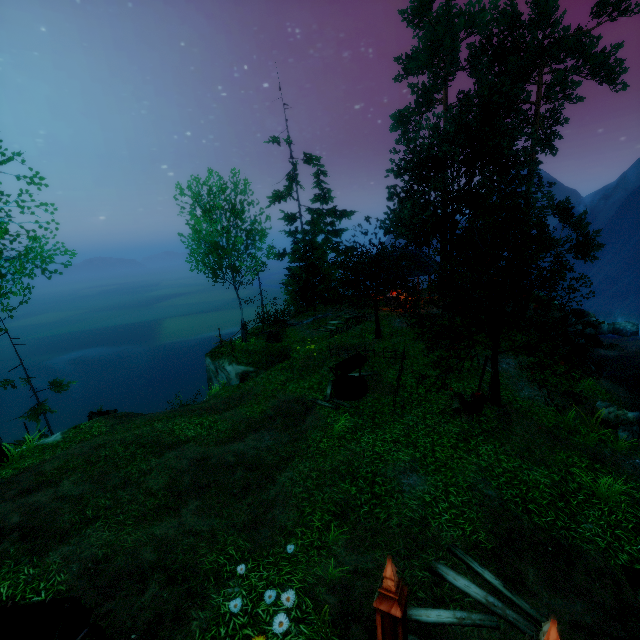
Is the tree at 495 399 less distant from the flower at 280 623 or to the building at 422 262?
the building at 422 262

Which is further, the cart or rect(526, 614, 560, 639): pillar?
the cart

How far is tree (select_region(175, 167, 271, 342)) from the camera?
17.7 meters

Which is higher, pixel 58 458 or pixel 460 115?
pixel 460 115

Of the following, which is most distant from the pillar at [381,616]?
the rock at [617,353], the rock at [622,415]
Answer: the rock at [617,353]

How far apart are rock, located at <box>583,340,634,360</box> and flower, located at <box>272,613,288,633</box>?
22.5m

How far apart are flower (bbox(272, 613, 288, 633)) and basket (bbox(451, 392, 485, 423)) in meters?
8.6

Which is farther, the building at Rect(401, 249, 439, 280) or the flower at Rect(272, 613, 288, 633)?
the building at Rect(401, 249, 439, 280)
